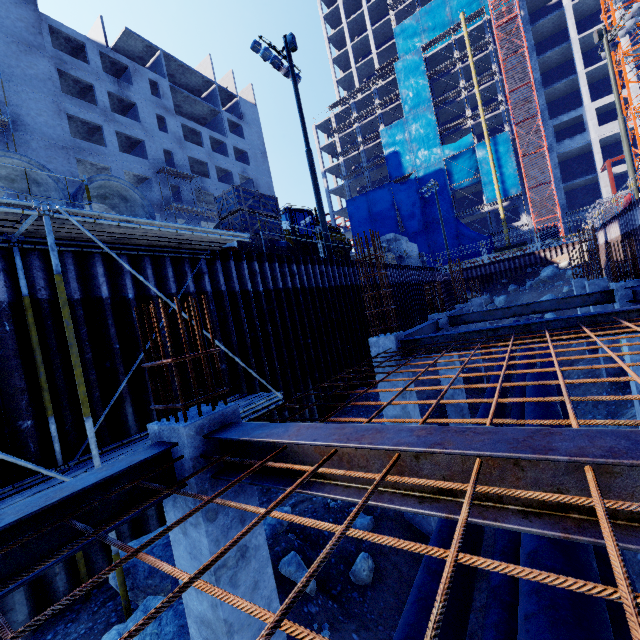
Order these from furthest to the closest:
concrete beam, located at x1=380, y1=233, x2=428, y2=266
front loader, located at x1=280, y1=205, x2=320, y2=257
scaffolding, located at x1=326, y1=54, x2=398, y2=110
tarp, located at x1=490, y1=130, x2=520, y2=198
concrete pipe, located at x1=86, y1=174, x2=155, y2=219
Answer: scaffolding, located at x1=326, y1=54, x2=398, y2=110 < tarp, located at x1=490, y1=130, x2=520, y2=198 < concrete beam, located at x1=380, y1=233, x2=428, y2=266 < front loader, located at x1=280, y1=205, x2=320, y2=257 < concrete pipe, located at x1=86, y1=174, x2=155, y2=219

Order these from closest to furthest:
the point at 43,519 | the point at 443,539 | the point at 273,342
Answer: the point at 43,519
the point at 443,539
the point at 273,342

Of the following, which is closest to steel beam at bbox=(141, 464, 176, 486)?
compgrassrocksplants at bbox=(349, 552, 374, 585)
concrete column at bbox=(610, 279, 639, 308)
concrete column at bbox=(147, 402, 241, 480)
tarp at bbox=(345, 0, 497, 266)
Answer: concrete column at bbox=(147, 402, 241, 480)

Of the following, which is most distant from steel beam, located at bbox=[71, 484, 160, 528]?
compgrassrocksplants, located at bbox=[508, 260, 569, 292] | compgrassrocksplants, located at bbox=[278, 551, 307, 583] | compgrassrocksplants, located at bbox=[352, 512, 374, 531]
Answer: compgrassrocksplants, located at bbox=[508, 260, 569, 292]

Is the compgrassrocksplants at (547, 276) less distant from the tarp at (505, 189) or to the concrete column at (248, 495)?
the tarp at (505, 189)

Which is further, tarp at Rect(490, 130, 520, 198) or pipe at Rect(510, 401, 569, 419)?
tarp at Rect(490, 130, 520, 198)

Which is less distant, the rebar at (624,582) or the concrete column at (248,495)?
the rebar at (624,582)

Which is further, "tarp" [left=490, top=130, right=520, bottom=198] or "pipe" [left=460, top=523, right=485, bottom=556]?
"tarp" [left=490, top=130, right=520, bottom=198]
